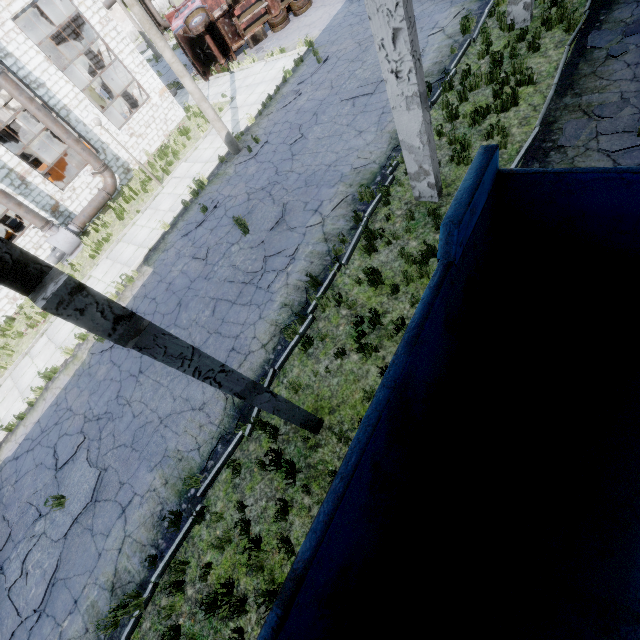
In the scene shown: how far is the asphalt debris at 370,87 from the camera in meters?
11.5 m

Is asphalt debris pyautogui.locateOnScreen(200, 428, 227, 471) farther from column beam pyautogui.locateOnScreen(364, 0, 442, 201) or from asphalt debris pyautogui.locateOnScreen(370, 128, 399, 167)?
asphalt debris pyautogui.locateOnScreen(370, 128, 399, 167)

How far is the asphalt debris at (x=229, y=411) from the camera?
7.0m

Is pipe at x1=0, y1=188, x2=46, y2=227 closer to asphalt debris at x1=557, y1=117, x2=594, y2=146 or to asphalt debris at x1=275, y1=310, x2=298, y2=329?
asphalt debris at x1=275, y1=310, x2=298, y2=329

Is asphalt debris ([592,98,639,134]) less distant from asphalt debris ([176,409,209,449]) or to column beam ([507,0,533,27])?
column beam ([507,0,533,27])

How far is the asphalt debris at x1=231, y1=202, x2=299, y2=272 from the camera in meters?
9.1 m

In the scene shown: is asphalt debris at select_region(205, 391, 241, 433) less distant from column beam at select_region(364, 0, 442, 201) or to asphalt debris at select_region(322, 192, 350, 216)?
asphalt debris at select_region(322, 192, 350, 216)

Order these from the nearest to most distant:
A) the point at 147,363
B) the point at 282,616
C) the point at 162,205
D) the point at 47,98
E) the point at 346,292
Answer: the point at 282,616 < the point at 346,292 < the point at 147,363 < the point at 162,205 < the point at 47,98
